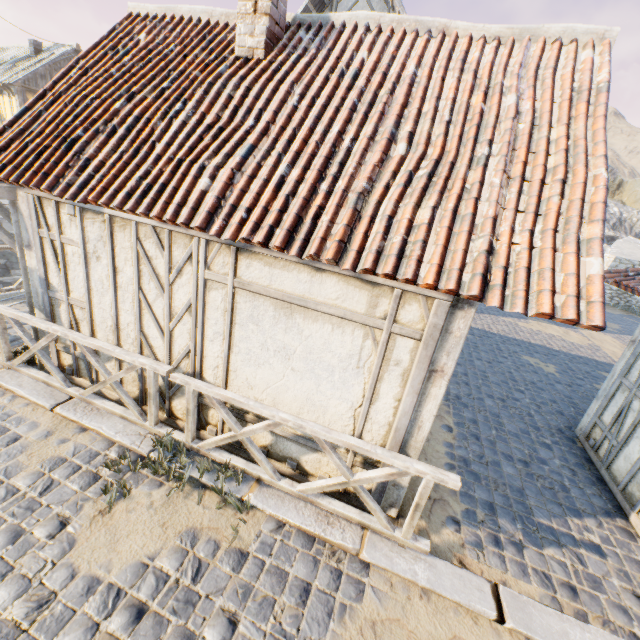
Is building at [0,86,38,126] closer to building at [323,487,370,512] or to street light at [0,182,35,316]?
building at [323,487,370,512]

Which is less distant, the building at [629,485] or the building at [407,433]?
the building at [407,433]

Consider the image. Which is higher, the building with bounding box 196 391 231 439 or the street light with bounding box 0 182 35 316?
the street light with bounding box 0 182 35 316

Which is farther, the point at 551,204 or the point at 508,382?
the point at 508,382

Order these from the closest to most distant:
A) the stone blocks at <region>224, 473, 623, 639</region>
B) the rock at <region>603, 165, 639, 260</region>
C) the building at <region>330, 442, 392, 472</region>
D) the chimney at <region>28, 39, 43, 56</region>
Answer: the stone blocks at <region>224, 473, 623, 639</region>, the building at <region>330, 442, 392, 472</region>, the chimney at <region>28, 39, 43, 56</region>, the rock at <region>603, 165, 639, 260</region>

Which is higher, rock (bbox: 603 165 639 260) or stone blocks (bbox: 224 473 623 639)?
rock (bbox: 603 165 639 260)

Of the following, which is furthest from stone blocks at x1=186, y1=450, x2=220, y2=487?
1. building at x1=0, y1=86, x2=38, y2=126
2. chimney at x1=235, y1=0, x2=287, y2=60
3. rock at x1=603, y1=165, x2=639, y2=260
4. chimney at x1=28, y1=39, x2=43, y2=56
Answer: chimney at x1=28, y1=39, x2=43, y2=56

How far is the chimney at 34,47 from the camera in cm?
1956
